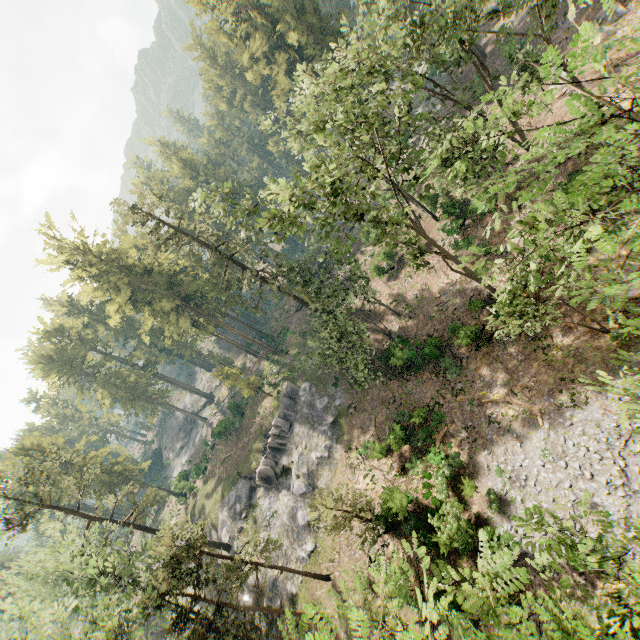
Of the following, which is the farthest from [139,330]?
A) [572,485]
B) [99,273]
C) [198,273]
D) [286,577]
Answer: [572,485]

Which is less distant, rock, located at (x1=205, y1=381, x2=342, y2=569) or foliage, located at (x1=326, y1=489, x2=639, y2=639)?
foliage, located at (x1=326, y1=489, x2=639, y2=639)

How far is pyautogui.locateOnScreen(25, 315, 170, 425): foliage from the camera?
52.25m

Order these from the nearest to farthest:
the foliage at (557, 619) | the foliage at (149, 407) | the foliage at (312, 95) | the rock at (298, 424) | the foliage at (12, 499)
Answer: the foliage at (557, 619), the foliage at (312, 95), the foliage at (12, 499), the rock at (298, 424), the foliage at (149, 407)

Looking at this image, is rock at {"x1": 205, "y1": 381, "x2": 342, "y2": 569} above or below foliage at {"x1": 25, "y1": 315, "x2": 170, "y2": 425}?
below

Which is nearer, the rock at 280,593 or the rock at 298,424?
the rock at 280,593
